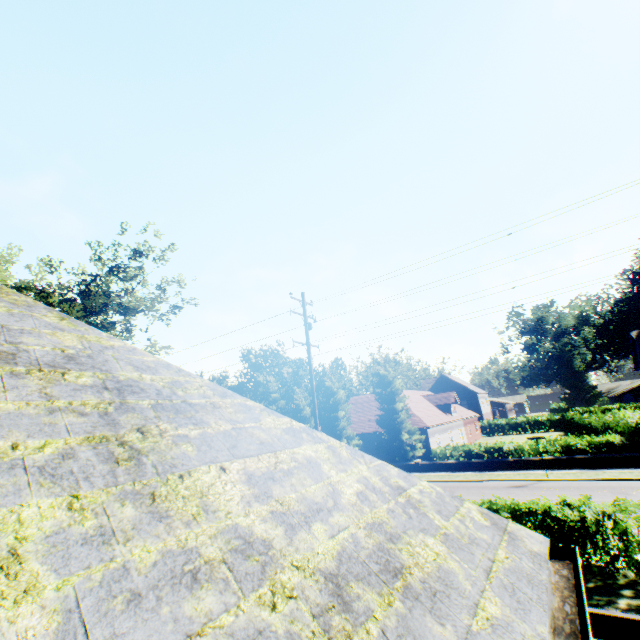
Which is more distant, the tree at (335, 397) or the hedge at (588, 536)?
the tree at (335, 397)

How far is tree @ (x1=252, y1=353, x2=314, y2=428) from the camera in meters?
36.5

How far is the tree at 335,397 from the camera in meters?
32.8

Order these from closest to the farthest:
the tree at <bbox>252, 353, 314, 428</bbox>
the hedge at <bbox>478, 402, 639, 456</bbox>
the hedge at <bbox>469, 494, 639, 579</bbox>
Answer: the hedge at <bbox>469, 494, 639, 579</bbox> → the hedge at <bbox>478, 402, 639, 456</bbox> → the tree at <bbox>252, 353, 314, 428</bbox>

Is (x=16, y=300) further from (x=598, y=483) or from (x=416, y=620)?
(x=598, y=483)

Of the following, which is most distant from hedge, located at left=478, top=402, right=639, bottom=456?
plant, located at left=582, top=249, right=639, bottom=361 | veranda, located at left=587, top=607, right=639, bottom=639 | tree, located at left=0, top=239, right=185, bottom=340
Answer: veranda, located at left=587, top=607, right=639, bottom=639

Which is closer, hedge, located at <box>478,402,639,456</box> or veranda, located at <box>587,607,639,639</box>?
veranda, located at <box>587,607,639,639</box>
